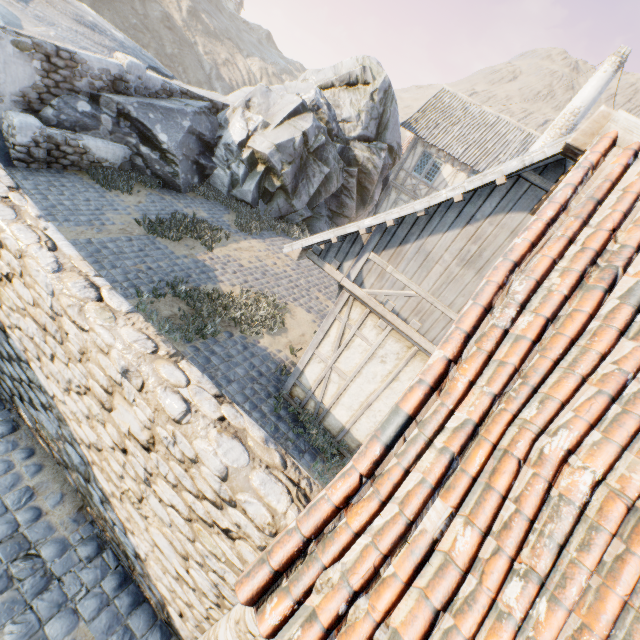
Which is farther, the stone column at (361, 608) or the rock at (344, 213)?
the rock at (344, 213)

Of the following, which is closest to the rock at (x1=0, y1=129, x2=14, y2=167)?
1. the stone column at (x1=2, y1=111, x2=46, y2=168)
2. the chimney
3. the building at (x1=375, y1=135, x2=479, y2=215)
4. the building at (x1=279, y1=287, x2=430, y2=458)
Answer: the stone column at (x1=2, y1=111, x2=46, y2=168)

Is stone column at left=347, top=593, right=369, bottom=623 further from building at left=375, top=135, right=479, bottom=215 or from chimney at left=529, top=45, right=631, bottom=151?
building at left=375, top=135, right=479, bottom=215

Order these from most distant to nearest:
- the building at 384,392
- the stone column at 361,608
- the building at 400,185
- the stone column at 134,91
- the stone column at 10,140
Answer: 1. the building at 400,185
2. the stone column at 134,91
3. the stone column at 10,140
4. the building at 384,392
5. the stone column at 361,608

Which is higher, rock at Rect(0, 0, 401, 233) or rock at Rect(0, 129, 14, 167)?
rock at Rect(0, 0, 401, 233)

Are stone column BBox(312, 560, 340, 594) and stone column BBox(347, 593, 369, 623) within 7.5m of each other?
yes

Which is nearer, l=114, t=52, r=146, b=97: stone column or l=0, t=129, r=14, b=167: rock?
l=0, t=129, r=14, b=167: rock

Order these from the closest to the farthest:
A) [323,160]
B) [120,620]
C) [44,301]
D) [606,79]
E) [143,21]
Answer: [44,301] < [120,620] < [606,79] < [323,160] < [143,21]
